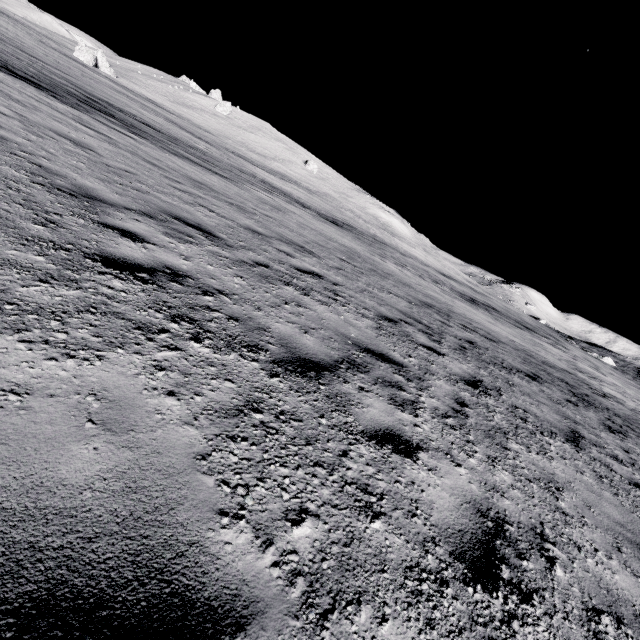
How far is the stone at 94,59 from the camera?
49.4m

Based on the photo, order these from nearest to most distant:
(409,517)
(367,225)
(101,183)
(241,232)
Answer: (409,517) < (101,183) < (241,232) < (367,225)

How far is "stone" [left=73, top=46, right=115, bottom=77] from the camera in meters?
49.4 m
